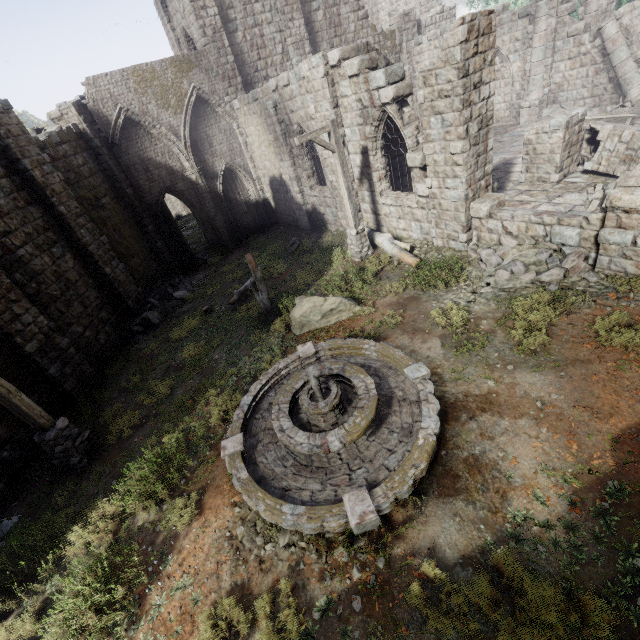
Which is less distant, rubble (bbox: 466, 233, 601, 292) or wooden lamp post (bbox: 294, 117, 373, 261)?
rubble (bbox: 466, 233, 601, 292)

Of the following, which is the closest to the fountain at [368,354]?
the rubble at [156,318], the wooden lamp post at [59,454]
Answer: the wooden lamp post at [59,454]

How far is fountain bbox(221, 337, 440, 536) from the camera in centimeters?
477cm

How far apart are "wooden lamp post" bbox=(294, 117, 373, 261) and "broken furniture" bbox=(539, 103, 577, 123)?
11.9 meters

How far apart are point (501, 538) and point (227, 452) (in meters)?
4.51

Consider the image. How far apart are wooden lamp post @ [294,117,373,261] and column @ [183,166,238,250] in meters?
10.2 m

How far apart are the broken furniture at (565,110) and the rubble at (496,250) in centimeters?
1010cm

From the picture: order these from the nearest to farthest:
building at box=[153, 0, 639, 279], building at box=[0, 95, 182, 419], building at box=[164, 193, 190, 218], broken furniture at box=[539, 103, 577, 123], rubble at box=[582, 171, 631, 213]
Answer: building at box=[153, 0, 639, 279] → rubble at box=[582, 171, 631, 213] → building at box=[0, 95, 182, 419] → broken furniture at box=[539, 103, 577, 123] → building at box=[164, 193, 190, 218]
